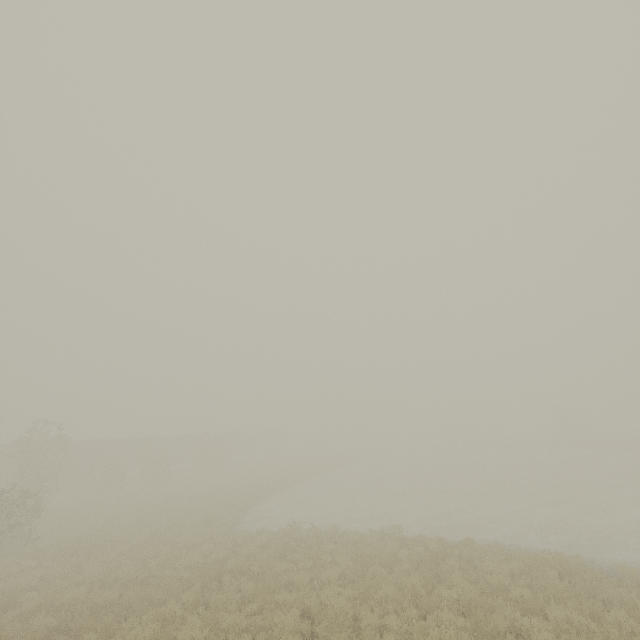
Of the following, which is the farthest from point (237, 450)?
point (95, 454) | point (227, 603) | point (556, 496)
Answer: point (227, 603)

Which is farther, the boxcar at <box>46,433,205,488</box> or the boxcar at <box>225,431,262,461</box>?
the boxcar at <box>225,431,262,461</box>

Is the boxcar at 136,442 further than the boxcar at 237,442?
No

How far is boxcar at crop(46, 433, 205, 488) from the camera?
34.2 meters

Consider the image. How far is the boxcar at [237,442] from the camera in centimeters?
5307cm
